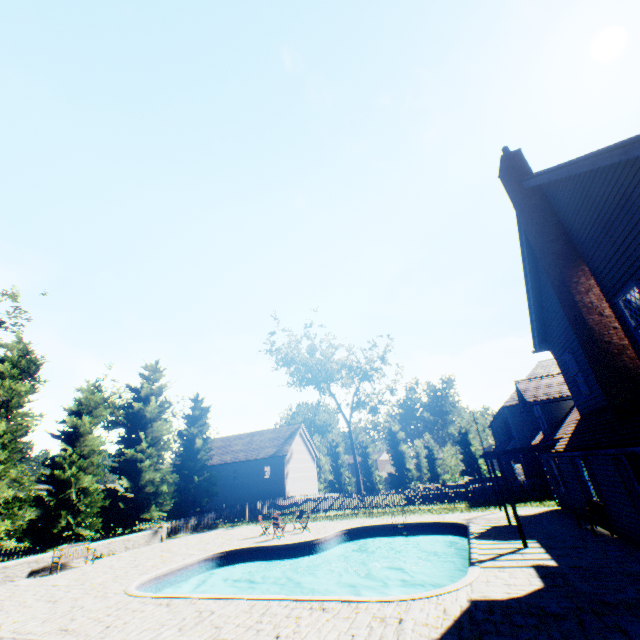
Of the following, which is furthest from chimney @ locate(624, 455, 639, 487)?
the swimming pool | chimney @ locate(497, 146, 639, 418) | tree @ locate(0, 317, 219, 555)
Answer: tree @ locate(0, 317, 219, 555)

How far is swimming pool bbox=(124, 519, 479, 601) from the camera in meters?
9.8

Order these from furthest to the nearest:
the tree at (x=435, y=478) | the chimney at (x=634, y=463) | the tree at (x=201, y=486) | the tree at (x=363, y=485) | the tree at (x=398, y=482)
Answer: the tree at (x=398, y=482), the tree at (x=435, y=478), the tree at (x=363, y=485), the tree at (x=201, y=486), the chimney at (x=634, y=463)

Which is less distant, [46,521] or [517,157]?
[517,157]

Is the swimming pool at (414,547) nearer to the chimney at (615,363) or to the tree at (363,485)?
the chimney at (615,363)

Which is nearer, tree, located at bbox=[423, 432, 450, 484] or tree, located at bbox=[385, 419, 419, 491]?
tree, located at bbox=[423, 432, 450, 484]

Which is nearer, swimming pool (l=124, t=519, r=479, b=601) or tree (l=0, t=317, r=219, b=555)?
swimming pool (l=124, t=519, r=479, b=601)
